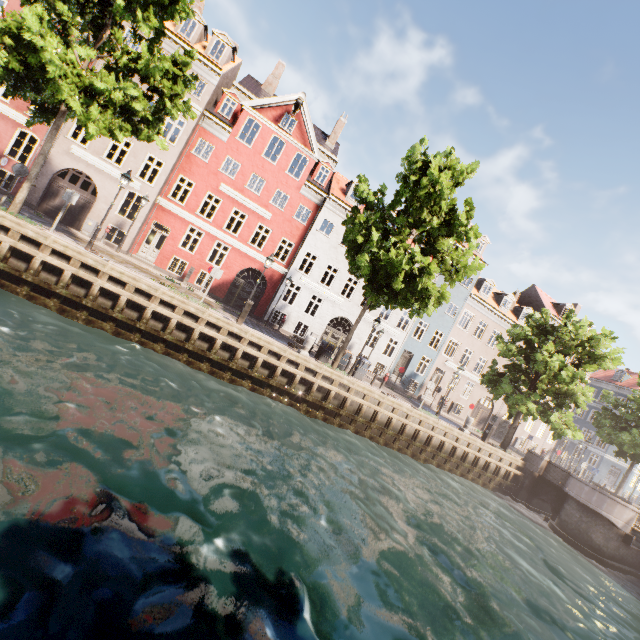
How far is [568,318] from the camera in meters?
21.7 m

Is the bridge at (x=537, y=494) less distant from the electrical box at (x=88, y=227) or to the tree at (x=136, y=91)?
the tree at (x=136, y=91)

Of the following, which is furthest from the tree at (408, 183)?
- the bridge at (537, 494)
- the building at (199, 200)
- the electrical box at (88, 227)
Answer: the electrical box at (88, 227)

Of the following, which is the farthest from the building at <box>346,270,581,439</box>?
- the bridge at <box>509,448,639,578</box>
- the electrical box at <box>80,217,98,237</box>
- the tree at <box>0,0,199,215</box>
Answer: the bridge at <box>509,448,639,578</box>

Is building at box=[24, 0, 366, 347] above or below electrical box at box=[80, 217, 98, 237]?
above

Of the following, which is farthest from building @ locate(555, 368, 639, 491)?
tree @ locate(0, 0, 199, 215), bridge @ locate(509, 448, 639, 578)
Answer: bridge @ locate(509, 448, 639, 578)

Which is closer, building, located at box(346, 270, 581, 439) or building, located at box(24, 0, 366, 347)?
building, located at box(24, 0, 366, 347)

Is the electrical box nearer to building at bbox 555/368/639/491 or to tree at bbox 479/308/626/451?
building at bbox 555/368/639/491
